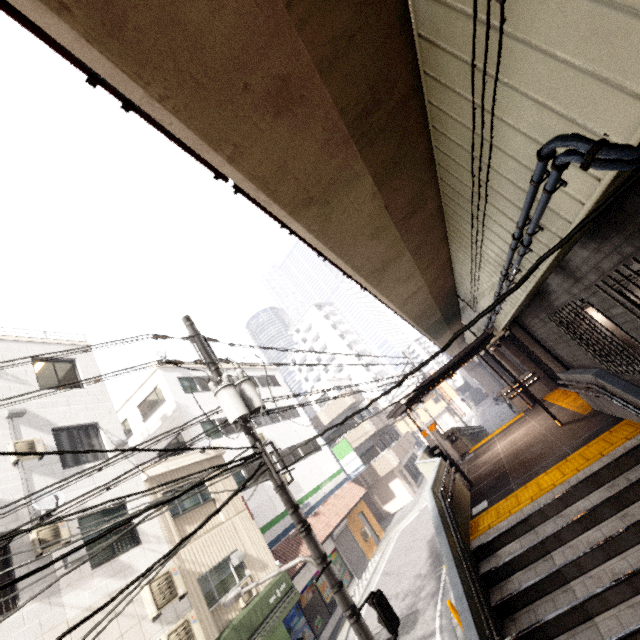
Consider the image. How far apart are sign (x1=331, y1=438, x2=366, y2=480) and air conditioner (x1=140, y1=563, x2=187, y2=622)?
15.7m

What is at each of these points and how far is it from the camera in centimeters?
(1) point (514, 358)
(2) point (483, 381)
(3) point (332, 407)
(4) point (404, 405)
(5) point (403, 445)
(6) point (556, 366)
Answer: (1) concrete pillar, 1480cm
(2) concrete pillar, 4375cm
(3) balcony, 2858cm
(4) exterior awning, 1145cm
(5) balcony, 3023cm
(6) concrete pillar, 874cm

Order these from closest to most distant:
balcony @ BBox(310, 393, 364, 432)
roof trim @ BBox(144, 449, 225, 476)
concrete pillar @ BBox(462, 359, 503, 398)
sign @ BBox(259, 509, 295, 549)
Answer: roof trim @ BBox(144, 449, 225, 476) → sign @ BBox(259, 509, 295, 549) → balcony @ BBox(310, 393, 364, 432) → concrete pillar @ BBox(462, 359, 503, 398)

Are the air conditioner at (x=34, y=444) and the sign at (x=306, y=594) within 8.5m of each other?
no

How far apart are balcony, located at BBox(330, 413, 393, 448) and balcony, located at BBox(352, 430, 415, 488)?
1.58m

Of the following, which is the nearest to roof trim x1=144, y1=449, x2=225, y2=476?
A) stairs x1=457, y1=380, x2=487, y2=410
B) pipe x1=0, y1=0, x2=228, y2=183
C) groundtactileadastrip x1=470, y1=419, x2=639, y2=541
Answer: groundtactileadastrip x1=470, y1=419, x2=639, y2=541

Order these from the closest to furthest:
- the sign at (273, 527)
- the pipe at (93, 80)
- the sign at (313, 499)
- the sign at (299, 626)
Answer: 1. the pipe at (93, 80)
2. the sign at (299, 626)
3. the sign at (273, 527)
4. the sign at (313, 499)

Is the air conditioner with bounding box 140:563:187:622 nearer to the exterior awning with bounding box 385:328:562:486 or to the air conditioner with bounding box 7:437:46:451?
the air conditioner with bounding box 7:437:46:451
